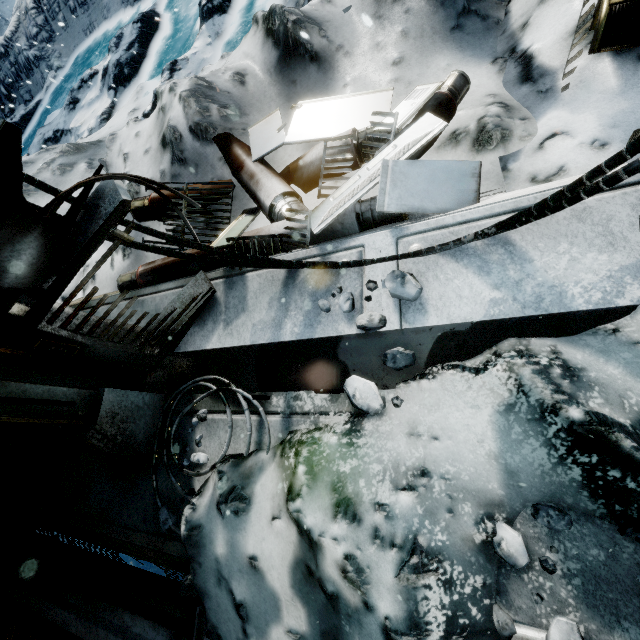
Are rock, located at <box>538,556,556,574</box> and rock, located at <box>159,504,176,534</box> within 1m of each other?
no

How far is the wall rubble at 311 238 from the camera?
1.8 meters

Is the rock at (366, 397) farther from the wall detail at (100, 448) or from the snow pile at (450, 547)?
the wall detail at (100, 448)

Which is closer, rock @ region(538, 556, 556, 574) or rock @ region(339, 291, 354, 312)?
rock @ region(538, 556, 556, 574)

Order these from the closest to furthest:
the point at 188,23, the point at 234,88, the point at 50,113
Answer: the point at 234,88 < the point at 188,23 < the point at 50,113

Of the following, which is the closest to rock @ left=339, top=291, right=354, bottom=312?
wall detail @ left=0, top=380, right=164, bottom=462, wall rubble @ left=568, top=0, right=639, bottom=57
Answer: wall rubble @ left=568, top=0, right=639, bottom=57

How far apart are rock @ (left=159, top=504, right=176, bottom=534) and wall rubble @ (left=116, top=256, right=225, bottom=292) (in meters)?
1.60

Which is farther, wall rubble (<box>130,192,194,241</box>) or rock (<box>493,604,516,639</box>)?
wall rubble (<box>130,192,194,241</box>)
